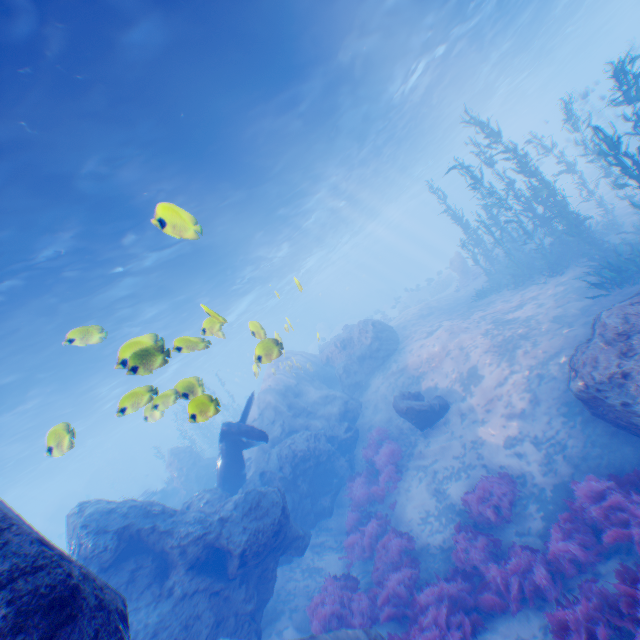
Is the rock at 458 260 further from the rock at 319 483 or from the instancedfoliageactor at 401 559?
the instancedfoliageactor at 401 559

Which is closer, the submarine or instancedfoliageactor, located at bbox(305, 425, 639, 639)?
instancedfoliageactor, located at bbox(305, 425, 639, 639)

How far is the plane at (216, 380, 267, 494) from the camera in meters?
12.1 m

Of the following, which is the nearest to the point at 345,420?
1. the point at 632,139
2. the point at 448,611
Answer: the point at 448,611

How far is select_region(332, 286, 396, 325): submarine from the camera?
55.5 meters

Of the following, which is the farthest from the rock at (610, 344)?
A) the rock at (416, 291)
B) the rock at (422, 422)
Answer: the rock at (416, 291)

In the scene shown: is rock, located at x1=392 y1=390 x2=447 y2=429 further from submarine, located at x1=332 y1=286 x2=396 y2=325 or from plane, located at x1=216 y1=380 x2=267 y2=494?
submarine, located at x1=332 y1=286 x2=396 y2=325

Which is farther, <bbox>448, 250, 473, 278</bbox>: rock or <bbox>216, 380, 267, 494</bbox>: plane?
<bbox>448, 250, 473, 278</bbox>: rock
